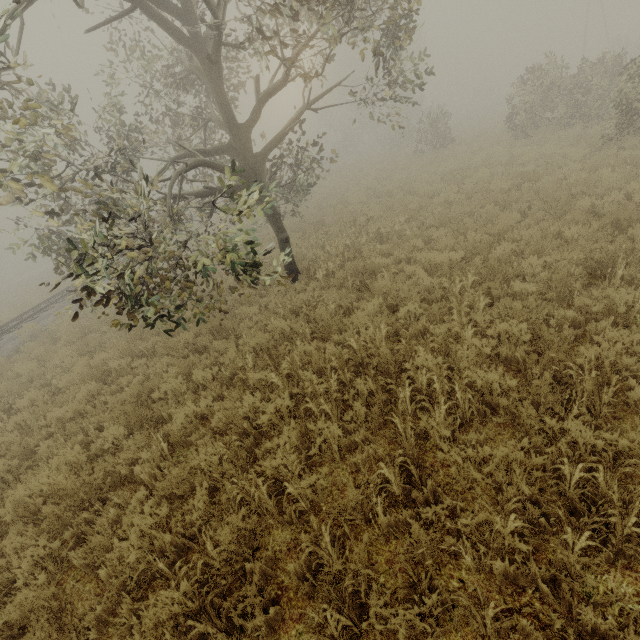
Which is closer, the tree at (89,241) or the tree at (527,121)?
the tree at (89,241)

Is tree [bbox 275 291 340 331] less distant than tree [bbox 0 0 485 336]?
No

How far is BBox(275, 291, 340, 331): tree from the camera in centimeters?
670cm

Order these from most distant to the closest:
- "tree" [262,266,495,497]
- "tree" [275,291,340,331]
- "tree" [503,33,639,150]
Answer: "tree" [503,33,639,150]
"tree" [275,291,340,331]
"tree" [262,266,495,497]

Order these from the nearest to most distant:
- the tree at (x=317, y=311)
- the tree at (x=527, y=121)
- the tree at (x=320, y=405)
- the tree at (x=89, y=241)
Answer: the tree at (x=320, y=405), the tree at (x=89, y=241), the tree at (x=317, y=311), the tree at (x=527, y=121)

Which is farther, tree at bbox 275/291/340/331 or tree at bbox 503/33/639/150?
tree at bbox 503/33/639/150

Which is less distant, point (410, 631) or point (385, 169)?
point (410, 631)
